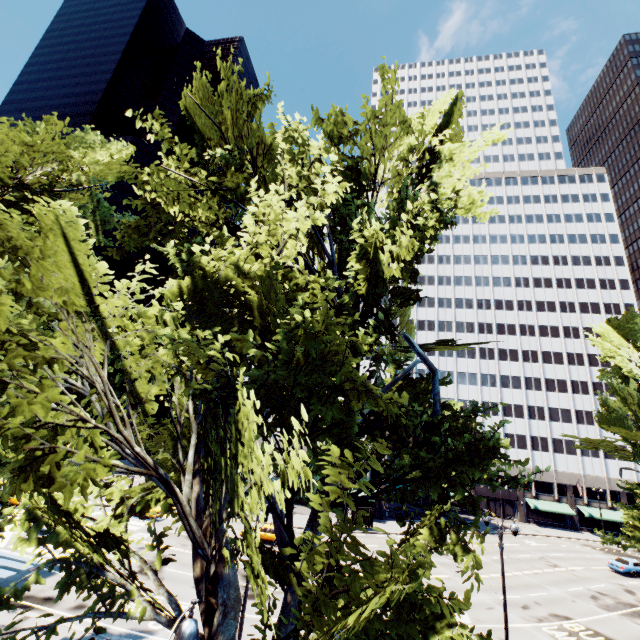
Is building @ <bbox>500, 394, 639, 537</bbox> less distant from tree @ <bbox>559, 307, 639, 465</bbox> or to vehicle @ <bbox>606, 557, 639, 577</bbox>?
tree @ <bbox>559, 307, 639, 465</bbox>

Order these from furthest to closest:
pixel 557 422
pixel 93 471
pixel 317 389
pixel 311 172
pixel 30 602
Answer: pixel 557 422 < pixel 30 602 < pixel 317 389 < pixel 311 172 < pixel 93 471

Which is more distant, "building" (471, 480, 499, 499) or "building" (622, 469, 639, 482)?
"building" (471, 480, 499, 499)

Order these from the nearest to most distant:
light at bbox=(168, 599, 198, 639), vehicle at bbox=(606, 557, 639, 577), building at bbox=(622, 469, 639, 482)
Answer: light at bbox=(168, 599, 198, 639)
vehicle at bbox=(606, 557, 639, 577)
building at bbox=(622, 469, 639, 482)

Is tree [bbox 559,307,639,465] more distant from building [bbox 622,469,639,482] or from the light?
the light

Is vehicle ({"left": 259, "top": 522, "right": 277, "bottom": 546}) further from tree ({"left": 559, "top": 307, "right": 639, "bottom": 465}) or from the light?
the light

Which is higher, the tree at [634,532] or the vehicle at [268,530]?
the tree at [634,532]

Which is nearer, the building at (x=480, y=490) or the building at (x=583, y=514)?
the building at (x=583, y=514)
